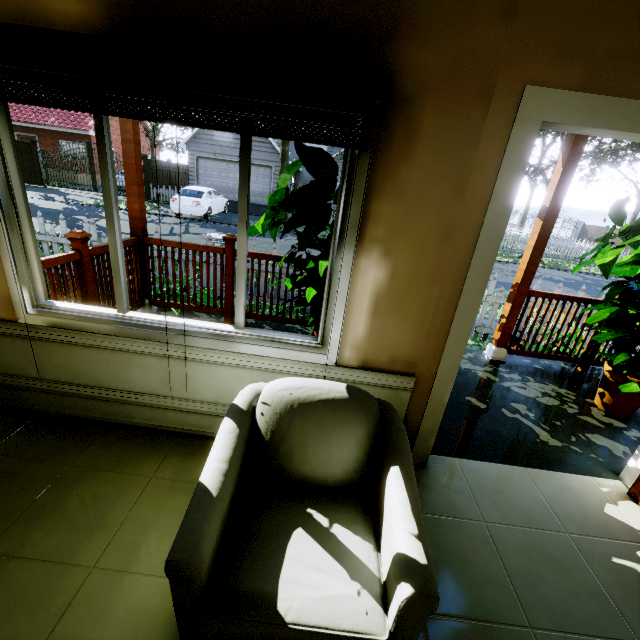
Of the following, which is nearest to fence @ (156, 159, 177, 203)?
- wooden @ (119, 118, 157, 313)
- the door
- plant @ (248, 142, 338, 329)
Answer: wooden @ (119, 118, 157, 313)

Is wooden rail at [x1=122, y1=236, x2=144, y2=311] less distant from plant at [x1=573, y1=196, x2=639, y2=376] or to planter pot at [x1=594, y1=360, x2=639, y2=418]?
plant at [x1=573, y1=196, x2=639, y2=376]

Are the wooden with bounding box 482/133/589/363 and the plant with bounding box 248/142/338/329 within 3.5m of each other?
yes

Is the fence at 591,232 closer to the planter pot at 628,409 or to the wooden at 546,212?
the wooden at 546,212

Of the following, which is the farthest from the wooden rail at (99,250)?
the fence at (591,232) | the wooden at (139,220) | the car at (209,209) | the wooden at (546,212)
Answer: the car at (209,209)

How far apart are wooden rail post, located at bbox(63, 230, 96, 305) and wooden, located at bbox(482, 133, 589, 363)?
4.3m

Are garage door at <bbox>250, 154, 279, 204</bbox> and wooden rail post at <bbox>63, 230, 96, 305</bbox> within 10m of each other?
no

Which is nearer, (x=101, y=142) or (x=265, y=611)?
(x=265, y=611)
